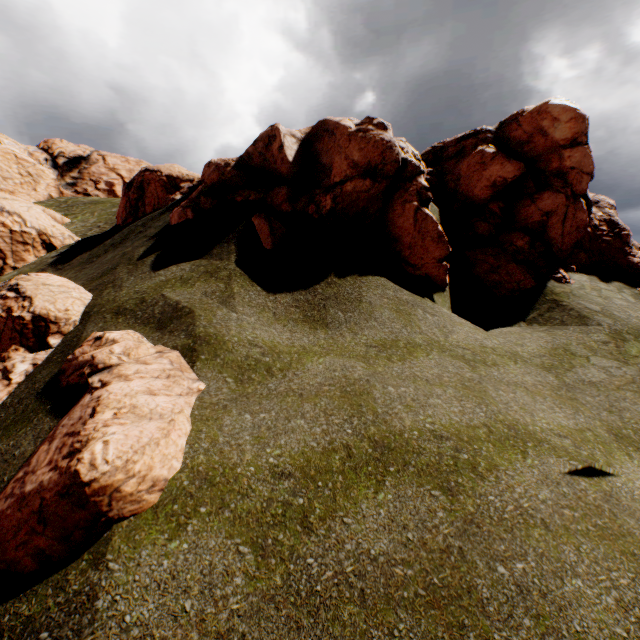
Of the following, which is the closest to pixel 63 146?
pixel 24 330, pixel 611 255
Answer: pixel 24 330

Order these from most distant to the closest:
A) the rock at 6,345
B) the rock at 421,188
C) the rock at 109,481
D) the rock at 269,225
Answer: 1. the rock at 421,188
2. the rock at 269,225
3. the rock at 6,345
4. the rock at 109,481

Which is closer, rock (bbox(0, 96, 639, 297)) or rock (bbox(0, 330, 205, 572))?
rock (bbox(0, 330, 205, 572))

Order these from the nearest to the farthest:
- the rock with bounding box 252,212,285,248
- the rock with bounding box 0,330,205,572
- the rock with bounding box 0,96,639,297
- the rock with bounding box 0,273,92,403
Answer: the rock with bounding box 0,330,205,572, the rock with bounding box 0,273,92,403, the rock with bounding box 252,212,285,248, the rock with bounding box 0,96,639,297

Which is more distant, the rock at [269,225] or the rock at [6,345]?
the rock at [269,225]

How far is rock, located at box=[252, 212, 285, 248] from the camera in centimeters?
1063cm
